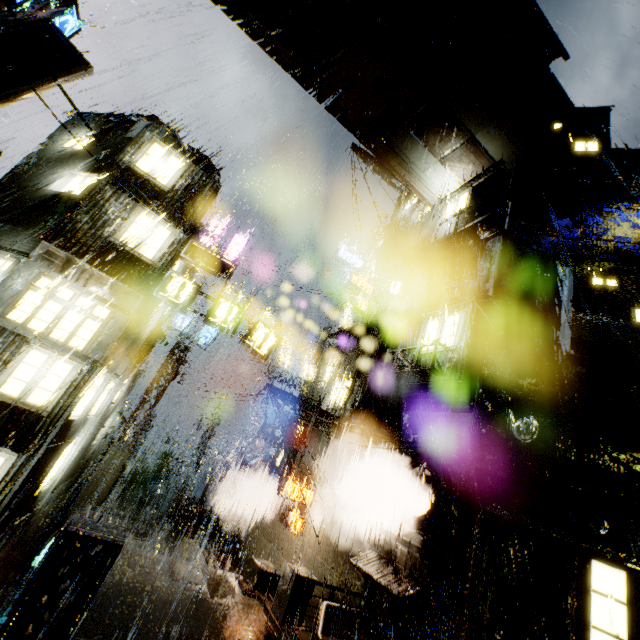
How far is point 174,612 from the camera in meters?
8.4 m

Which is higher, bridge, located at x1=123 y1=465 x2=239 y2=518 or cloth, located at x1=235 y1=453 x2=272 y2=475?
cloth, located at x1=235 y1=453 x2=272 y2=475

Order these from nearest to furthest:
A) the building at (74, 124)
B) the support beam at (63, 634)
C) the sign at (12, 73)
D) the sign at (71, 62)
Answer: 1. the support beam at (63, 634)
2. the sign at (12, 73)
3. the sign at (71, 62)
4. the building at (74, 124)

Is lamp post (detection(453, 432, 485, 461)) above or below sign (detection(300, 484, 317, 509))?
above

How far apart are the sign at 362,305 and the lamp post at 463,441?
10.58m

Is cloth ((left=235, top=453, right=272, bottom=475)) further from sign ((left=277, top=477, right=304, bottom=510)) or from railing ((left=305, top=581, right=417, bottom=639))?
railing ((left=305, top=581, right=417, bottom=639))

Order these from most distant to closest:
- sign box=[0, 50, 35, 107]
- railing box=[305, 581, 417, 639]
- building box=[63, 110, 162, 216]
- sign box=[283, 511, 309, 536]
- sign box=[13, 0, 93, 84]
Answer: sign box=[283, 511, 309, 536]
building box=[63, 110, 162, 216]
sign box=[13, 0, 93, 84]
sign box=[0, 50, 35, 107]
railing box=[305, 581, 417, 639]

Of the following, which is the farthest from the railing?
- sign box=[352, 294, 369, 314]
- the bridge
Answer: the bridge
